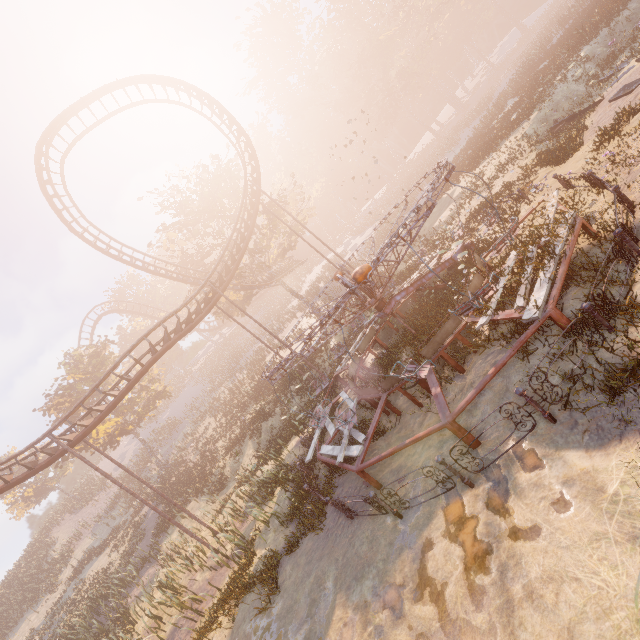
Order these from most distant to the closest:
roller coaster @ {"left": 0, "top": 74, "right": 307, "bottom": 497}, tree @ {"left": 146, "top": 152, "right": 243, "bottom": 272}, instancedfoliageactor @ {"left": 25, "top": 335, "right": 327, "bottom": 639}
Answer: tree @ {"left": 146, "top": 152, "right": 243, "bottom": 272} → roller coaster @ {"left": 0, "top": 74, "right": 307, "bottom": 497} → instancedfoliageactor @ {"left": 25, "top": 335, "right": 327, "bottom": 639}

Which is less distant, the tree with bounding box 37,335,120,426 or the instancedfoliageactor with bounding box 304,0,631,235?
the instancedfoliageactor with bounding box 304,0,631,235

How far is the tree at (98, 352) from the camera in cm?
3023

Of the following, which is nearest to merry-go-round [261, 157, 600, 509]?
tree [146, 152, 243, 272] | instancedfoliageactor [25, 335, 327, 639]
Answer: instancedfoliageactor [25, 335, 327, 639]

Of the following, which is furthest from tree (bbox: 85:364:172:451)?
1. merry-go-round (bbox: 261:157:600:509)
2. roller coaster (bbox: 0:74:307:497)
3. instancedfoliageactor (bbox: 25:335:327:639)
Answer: instancedfoliageactor (bbox: 25:335:327:639)

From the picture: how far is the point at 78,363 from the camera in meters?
32.3 m

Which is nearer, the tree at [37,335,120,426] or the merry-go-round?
the merry-go-round

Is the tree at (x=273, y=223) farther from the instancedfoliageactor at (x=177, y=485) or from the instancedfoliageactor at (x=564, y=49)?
the instancedfoliageactor at (x=177, y=485)
